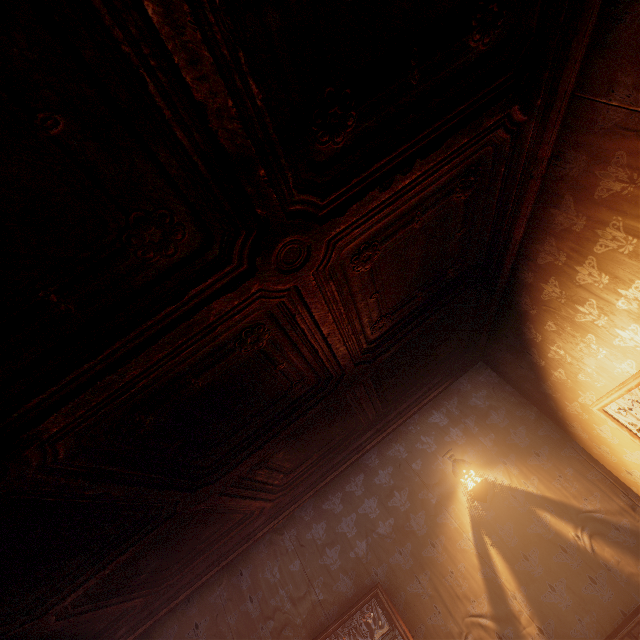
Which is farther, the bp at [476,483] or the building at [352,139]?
the bp at [476,483]

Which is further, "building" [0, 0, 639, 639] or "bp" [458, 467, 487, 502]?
"bp" [458, 467, 487, 502]

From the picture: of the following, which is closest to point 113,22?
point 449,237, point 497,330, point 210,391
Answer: point 210,391

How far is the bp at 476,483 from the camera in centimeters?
406cm

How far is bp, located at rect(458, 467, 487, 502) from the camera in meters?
4.1 m
